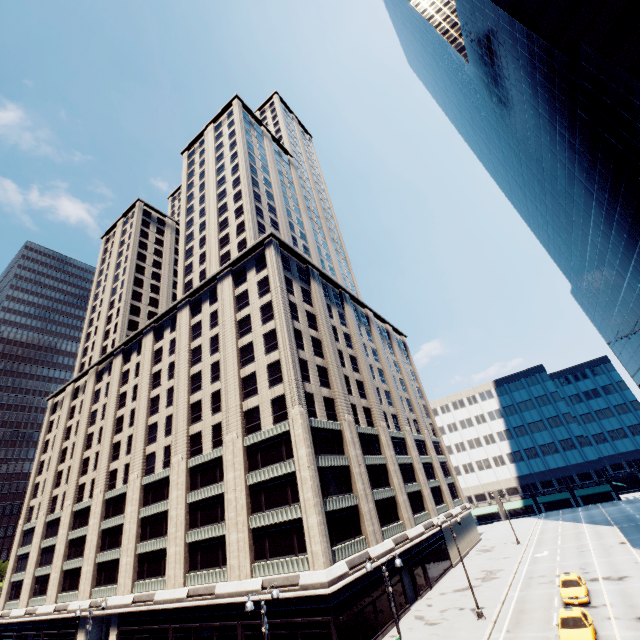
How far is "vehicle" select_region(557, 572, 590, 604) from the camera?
25.5 meters

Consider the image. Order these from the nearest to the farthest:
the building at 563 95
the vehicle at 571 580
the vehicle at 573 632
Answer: the vehicle at 573 632
the vehicle at 571 580
the building at 563 95

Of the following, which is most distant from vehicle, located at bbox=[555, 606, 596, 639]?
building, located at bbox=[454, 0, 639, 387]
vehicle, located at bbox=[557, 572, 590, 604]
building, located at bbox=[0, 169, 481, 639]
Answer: building, located at bbox=[454, 0, 639, 387]

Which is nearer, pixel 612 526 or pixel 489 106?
pixel 612 526

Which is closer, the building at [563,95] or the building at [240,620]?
the building at [563,95]

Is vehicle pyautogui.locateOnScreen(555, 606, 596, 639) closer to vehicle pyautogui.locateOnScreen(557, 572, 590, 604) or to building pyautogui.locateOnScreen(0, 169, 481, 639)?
vehicle pyautogui.locateOnScreen(557, 572, 590, 604)

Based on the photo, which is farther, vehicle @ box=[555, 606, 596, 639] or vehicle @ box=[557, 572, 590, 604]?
vehicle @ box=[557, 572, 590, 604]

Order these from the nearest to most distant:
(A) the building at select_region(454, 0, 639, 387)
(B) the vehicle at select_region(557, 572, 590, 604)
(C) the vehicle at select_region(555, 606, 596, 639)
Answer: (C) the vehicle at select_region(555, 606, 596, 639) < (B) the vehicle at select_region(557, 572, 590, 604) < (A) the building at select_region(454, 0, 639, 387)
